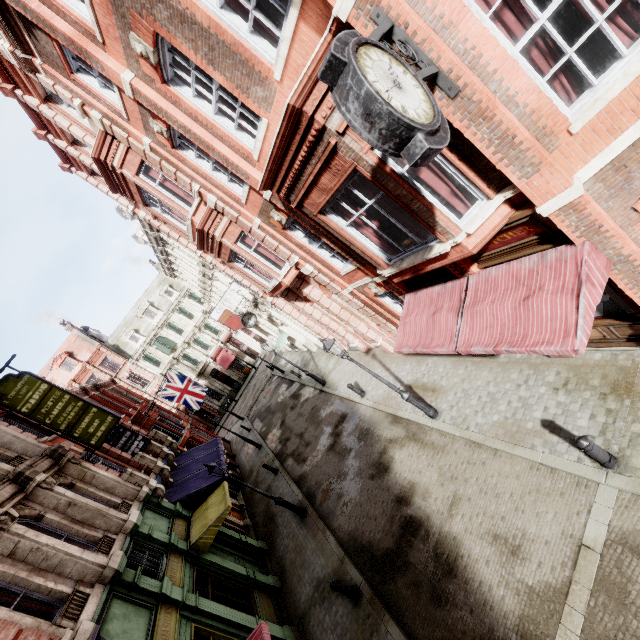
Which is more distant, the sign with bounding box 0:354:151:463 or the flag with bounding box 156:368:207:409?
the flag with bounding box 156:368:207:409

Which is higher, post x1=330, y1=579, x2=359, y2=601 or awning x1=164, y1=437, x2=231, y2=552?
awning x1=164, y1=437, x2=231, y2=552

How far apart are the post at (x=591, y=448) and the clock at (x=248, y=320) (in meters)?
17.75

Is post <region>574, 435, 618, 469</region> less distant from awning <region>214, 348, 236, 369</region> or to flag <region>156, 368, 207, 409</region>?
flag <region>156, 368, 207, 409</region>

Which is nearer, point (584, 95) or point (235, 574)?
point (584, 95)

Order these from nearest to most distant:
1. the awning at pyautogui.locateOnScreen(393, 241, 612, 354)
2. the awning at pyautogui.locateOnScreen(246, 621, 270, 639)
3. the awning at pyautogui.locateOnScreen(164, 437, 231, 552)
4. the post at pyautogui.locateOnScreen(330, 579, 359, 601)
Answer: the awning at pyautogui.locateOnScreen(393, 241, 612, 354) → the awning at pyautogui.locateOnScreen(246, 621, 270, 639) → the post at pyautogui.locateOnScreen(330, 579, 359, 601) → the awning at pyautogui.locateOnScreen(164, 437, 231, 552)

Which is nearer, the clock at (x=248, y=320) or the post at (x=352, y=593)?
the post at (x=352, y=593)

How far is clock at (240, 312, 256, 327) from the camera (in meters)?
20.98
